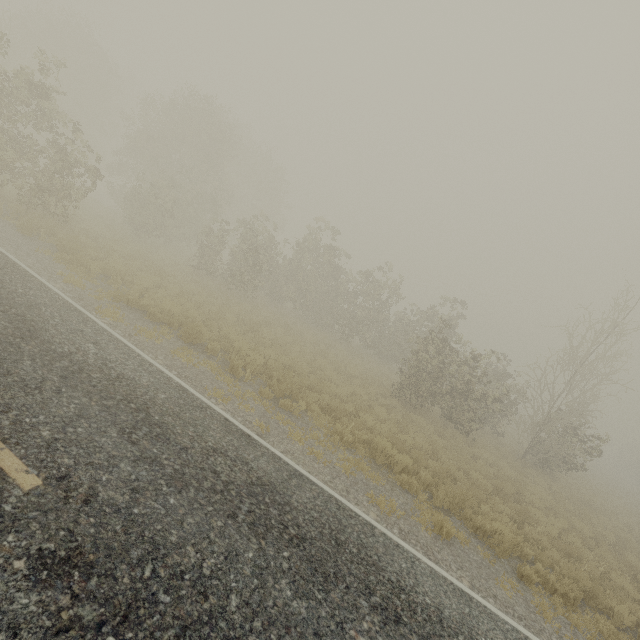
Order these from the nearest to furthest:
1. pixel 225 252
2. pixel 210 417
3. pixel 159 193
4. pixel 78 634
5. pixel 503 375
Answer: pixel 78 634
pixel 210 417
pixel 503 375
pixel 159 193
pixel 225 252
